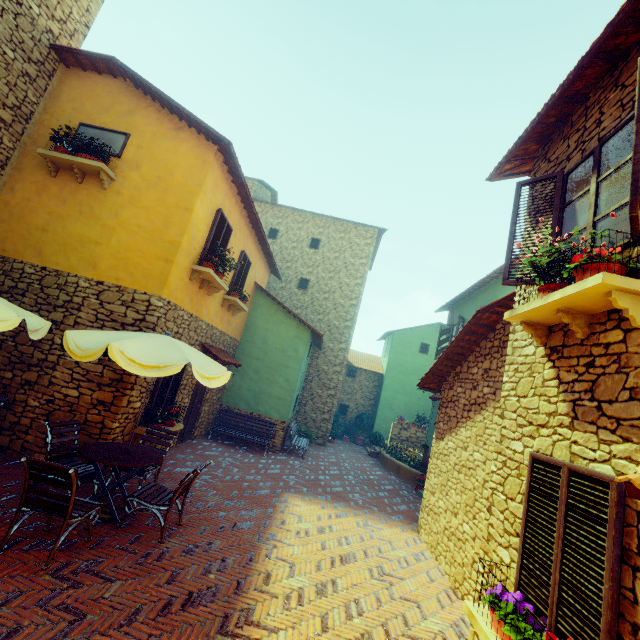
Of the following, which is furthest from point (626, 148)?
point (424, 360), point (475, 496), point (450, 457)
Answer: point (424, 360)

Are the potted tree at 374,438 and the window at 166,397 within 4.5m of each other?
no

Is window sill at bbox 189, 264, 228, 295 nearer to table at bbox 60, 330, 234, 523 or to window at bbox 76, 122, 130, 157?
table at bbox 60, 330, 234, 523

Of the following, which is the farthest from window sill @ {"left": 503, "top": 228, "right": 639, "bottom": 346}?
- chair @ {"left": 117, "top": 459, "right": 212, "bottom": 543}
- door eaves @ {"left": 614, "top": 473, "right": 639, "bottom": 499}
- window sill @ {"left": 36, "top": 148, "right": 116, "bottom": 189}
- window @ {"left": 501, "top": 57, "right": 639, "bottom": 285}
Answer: window sill @ {"left": 36, "top": 148, "right": 116, "bottom": 189}

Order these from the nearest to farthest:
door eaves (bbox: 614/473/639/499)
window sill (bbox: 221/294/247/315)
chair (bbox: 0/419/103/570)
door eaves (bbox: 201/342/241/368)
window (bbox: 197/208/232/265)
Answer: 1. door eaves (bbox: 614/473/639/499)
2. chair (bbox: 0/419/103/570)
3. window (bbox: 197/208/232/265)
4. door eaves (bbox: 201/342/241/368)
5. window sill (bbox: 221/294/247/315)

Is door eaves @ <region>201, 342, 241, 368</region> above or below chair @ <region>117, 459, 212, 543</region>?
above

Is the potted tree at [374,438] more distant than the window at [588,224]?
Yes

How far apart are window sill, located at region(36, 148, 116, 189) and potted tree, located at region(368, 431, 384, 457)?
15.5m
